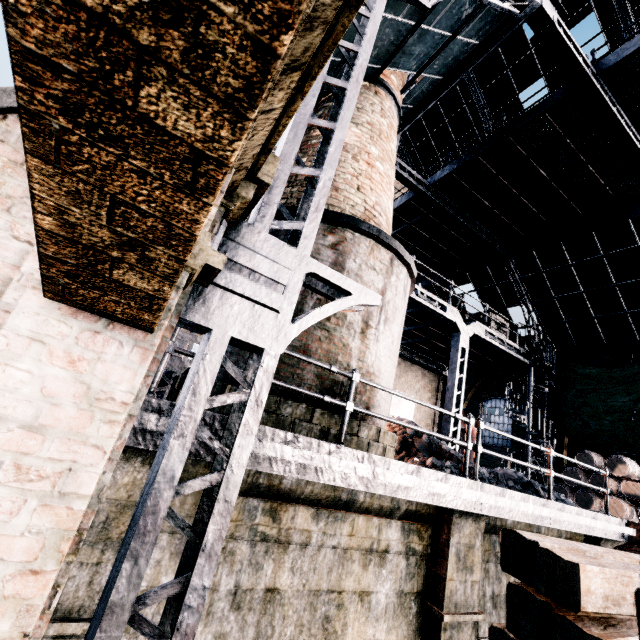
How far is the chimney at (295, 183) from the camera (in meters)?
6.80

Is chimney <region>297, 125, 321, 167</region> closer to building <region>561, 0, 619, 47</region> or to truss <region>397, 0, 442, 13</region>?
truss <region>397, 0, 442, 13</region>

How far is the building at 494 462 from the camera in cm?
1775

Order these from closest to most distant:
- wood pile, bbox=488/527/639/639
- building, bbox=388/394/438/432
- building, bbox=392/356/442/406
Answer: wood pile, bbox=488/527/639/639 < building, bbox=388/394/438/432 < building, bbox=392/356/442/406

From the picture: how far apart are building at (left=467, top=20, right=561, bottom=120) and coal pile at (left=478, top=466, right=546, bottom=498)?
18.4m

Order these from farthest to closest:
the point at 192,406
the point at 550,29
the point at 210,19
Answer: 1. the point at 550,29
2. the point at 192,406
3. the point at 210,19

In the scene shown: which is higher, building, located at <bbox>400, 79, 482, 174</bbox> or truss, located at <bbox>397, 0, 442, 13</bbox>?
building, located at <bbox>400, 79, 482, 174</bbox>

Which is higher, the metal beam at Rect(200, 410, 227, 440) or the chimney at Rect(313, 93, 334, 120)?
the chimney at Rect(313, 93, 334, 120)
